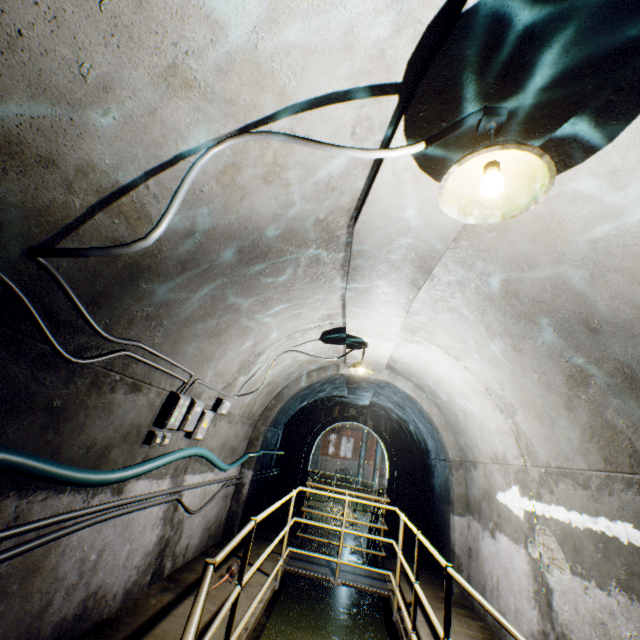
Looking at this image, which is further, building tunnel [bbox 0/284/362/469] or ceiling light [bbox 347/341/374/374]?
ceiling light [bbox 347/341/374/374]

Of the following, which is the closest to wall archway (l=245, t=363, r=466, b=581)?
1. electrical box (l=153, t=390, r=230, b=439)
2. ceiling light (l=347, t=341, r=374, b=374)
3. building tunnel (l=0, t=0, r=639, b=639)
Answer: building tunnel (l=0, t=0, r=639, b=639)

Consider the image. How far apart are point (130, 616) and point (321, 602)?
4.8 meters

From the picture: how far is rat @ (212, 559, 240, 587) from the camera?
4.38m

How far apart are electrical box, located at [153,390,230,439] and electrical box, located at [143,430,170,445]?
0.1m

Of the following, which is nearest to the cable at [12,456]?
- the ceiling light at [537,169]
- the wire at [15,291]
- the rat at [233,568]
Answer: the wire at [15,291]

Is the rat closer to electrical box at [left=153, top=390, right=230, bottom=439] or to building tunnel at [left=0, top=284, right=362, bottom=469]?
building tunnel at [left=0, top=284, right=362, bottom=469]

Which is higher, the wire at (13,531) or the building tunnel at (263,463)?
the building tunnel at (263,463)
